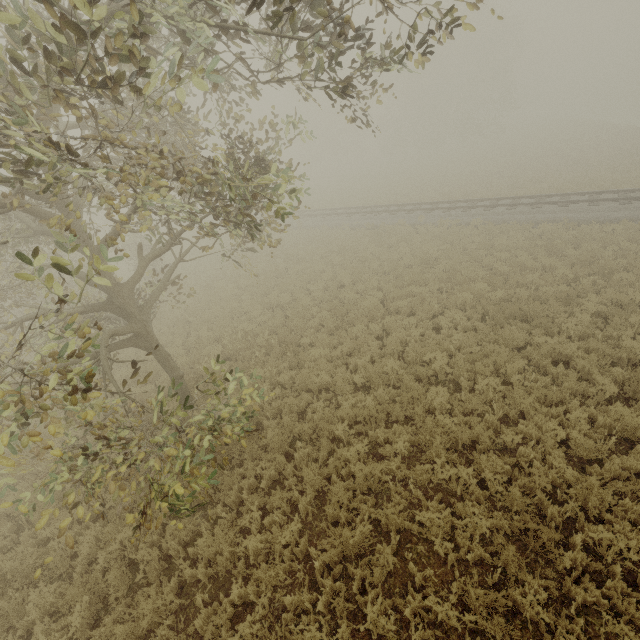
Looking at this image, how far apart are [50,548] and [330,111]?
64.1m
